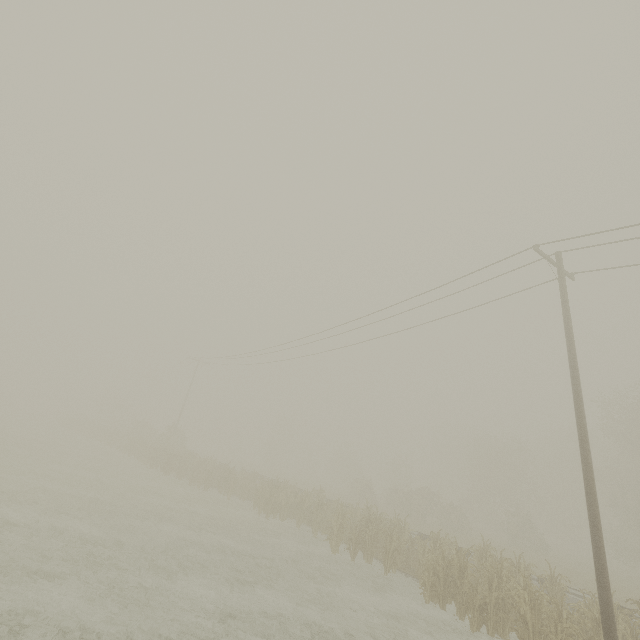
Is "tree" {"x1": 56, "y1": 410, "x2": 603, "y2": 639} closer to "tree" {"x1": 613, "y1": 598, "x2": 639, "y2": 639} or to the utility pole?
"tree" {"x1": 613, "y1": 598, "x2": 639, "y2": 639}

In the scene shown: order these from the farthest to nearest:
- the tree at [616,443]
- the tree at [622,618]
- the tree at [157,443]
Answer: the tree at [616,443]
the tree at [157,443]
the tree at [622,618]

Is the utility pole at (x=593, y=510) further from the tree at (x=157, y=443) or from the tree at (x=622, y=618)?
the tree at (x=157, y=443)

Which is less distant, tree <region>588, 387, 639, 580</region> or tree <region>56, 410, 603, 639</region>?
tree <region>56, 410, 603, 639</region>

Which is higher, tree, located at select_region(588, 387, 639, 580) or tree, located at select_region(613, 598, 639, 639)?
tree, located at select_region(588, 387, 639, 580)

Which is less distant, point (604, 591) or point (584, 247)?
point (604, 591)
